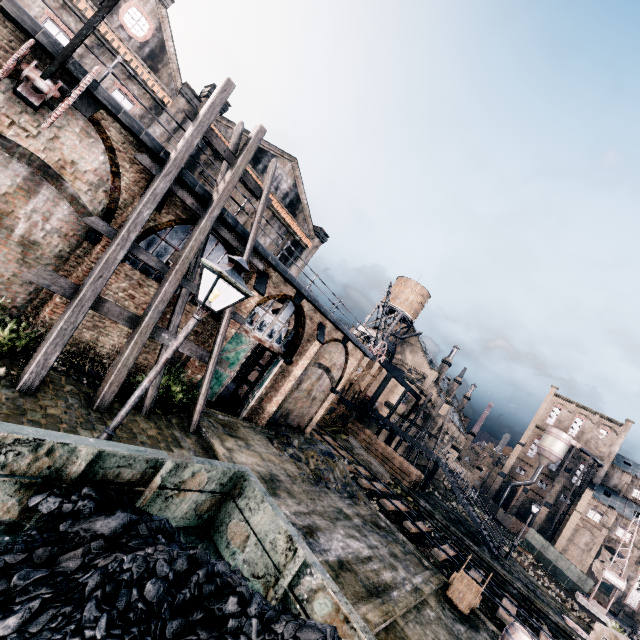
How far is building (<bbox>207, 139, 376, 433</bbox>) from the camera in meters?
17.2 m

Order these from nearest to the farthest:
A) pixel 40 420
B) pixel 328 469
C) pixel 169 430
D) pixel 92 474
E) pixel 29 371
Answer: pixel 92 474, pixel 40 420, pixel 29 371, pixel 169 430, pixel 328 469

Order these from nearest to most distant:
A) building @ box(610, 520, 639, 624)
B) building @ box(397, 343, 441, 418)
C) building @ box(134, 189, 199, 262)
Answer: building @ box(134, 189, 199, 262)
building @ box(397, 343, 441, 418)
building @ box(610, 520, 639, 624)

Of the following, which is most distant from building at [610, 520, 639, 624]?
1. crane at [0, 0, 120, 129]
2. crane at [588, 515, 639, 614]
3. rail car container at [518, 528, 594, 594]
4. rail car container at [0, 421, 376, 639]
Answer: crane at [0, 0, 120, 129]

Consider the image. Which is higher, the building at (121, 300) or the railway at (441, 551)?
the building at (121, 300)

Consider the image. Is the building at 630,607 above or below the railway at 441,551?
above

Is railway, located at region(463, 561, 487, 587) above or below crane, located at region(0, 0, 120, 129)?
below

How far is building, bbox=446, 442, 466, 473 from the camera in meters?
48.7 m
